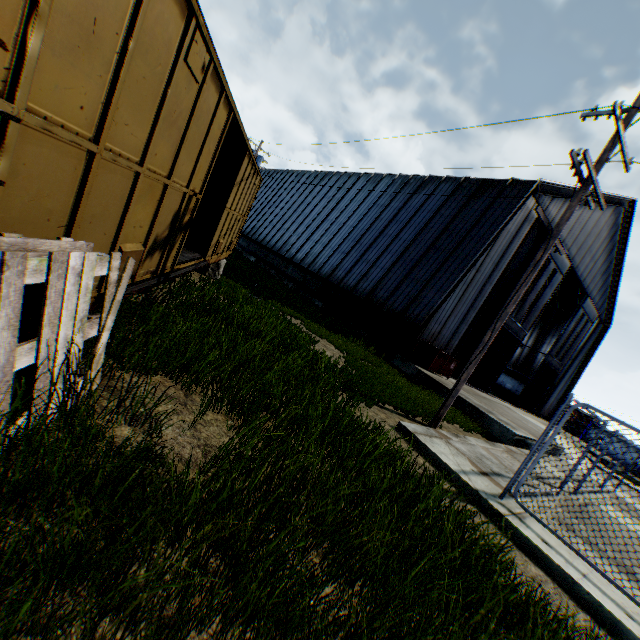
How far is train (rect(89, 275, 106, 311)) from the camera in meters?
3.6

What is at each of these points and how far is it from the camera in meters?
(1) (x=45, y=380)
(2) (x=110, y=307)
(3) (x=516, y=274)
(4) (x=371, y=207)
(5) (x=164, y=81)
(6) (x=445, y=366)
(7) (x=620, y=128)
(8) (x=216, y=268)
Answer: A:
(1) wooden pallet, 2.3 m
(2) wooden pallet, 2.9 m
(3) hanging door, 19.9 m
(4) building, 23.7 m
(5) train, 3.3 m
(6) trash dumpster, 15.9 m
(7) electric pole, 7.3 m
(8) concrete block, 12.1 m

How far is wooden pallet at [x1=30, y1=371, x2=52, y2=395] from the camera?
2.2 meters

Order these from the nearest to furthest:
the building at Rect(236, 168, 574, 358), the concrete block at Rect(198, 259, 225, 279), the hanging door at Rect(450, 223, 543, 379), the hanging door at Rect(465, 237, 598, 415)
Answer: A:
1. the concrete block at Rect(198, 259, 225, 279)
2. the building at Rect(236, 168, 574, 358)
3. the hanging door at Rect(450, 223, 543, 379)
4. the hanging door at Rect(465, 237, 598, 415)

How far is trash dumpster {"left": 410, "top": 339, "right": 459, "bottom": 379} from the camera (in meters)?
15.30

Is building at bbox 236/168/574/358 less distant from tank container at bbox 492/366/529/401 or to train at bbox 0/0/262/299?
tank container at bbox 492/366/529/401

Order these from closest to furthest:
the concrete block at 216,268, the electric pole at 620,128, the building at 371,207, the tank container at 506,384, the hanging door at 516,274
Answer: the electric pole at 620,128 → the concrete block at 216,268 → the building at 371,207 → the hanging door at 516,274 → the tank container at 506,384

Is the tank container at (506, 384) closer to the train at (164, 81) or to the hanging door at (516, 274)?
the hanging door at (516, 274)
